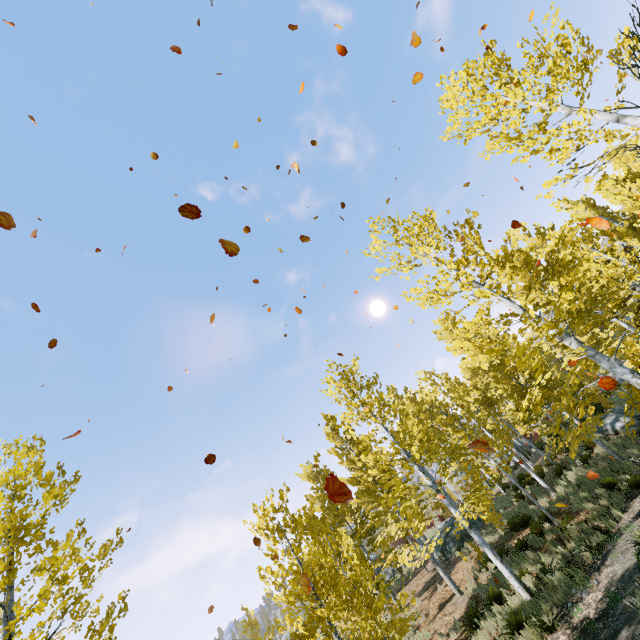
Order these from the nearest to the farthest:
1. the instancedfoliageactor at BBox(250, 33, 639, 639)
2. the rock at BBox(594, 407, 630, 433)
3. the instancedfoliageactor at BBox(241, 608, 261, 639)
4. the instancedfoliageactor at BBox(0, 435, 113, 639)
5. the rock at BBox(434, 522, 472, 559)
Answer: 1. the instancedfoliageactor at BBox(0, 435, 113, 639)
2. the instancedfoliageactor at BBox(250, 33, 639, 639)
3. the rock at BBox(594, 407, 630, 433)
4. the rock at BBox(434, 522, 472, 559)
5. the instancedfoliageactor at BBox(241, 608, 261, 639)

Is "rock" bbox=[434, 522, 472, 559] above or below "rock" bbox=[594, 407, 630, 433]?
above

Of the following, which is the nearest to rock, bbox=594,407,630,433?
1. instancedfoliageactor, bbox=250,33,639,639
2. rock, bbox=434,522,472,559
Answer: instancedfoliageactor, bbox=250,33,639,639

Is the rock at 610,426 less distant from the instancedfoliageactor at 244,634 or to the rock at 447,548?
the instancedfoliageactor at 244,634

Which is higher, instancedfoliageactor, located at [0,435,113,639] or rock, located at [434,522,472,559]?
instancedfoliageactor, located at [0,435,113,639]

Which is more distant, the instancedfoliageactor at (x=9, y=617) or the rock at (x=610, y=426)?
the rock at (x=610, y=426)

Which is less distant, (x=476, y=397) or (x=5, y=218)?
(x=5, y=218)

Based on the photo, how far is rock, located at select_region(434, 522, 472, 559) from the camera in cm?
1848
